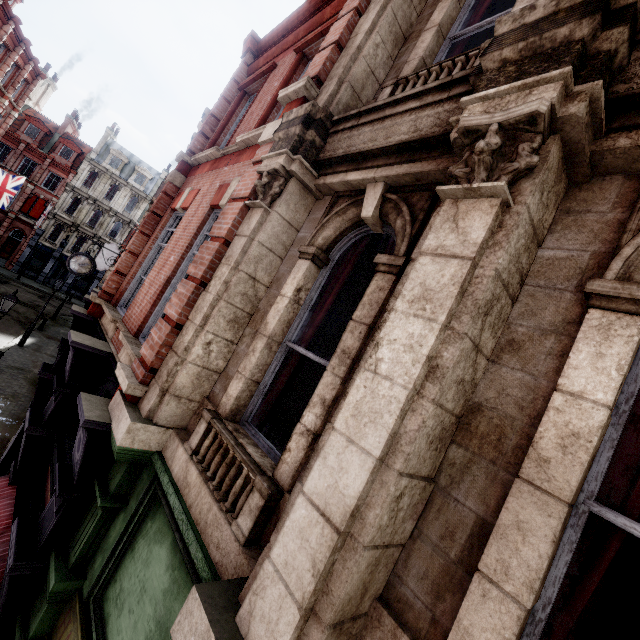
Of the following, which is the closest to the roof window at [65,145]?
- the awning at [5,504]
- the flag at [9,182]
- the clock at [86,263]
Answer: the flag at [9,182]

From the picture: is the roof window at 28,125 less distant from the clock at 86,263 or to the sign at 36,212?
the sign at 36,212

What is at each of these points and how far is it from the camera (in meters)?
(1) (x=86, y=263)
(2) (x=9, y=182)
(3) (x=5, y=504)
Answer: (1) clock, 13.58
(2) flag, 25.36
(3) awning, 4.80

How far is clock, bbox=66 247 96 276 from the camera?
13.3m

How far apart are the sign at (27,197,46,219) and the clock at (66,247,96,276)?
34.70m

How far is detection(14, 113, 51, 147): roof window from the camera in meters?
37.2 m

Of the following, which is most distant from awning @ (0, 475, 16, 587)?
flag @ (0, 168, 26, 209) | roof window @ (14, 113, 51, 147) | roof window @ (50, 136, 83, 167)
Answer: roof window @ (14, 113, 51, 147)

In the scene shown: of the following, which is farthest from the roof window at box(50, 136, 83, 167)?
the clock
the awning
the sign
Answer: the awning
